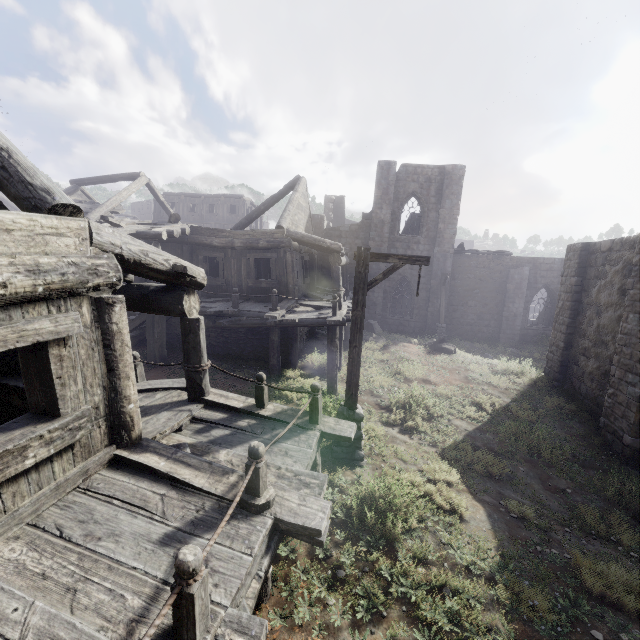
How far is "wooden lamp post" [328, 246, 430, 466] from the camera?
6.7m

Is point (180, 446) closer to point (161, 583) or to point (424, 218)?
point (161, 583)

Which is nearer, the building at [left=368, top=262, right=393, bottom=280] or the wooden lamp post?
the wooden lamp post

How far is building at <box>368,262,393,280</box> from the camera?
23.48m

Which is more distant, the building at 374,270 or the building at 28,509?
the building at 374,270

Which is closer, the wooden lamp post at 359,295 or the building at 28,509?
the building at 28,509

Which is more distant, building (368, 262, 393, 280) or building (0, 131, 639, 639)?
building (368, 262, 393, 280)

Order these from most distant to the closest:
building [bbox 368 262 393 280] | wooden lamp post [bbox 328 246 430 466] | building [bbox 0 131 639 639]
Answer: building [bbox 368 262 393 280] → wooden lamp post [bbox 328 246 430 466] → building [bbox 0 131 639 639]
